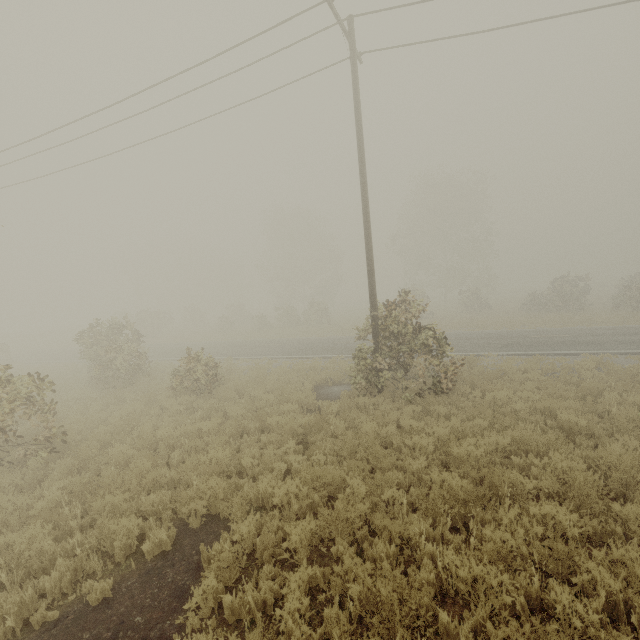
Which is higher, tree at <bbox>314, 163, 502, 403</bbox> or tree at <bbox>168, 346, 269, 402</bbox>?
tree at <bbox>314, 163, 502, 403</bbox>

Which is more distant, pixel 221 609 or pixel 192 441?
pixel 192 441

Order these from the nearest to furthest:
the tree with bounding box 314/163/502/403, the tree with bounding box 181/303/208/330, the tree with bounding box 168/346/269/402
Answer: the tree with bounding box 314/163/502/403 → the tree with bounding box 168/346/269/402 → the tree with bounding box 181/303/208/330

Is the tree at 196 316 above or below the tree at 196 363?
above

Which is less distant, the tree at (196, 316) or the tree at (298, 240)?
the tree at (298, 240)

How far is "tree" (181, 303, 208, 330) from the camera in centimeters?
4438cm
